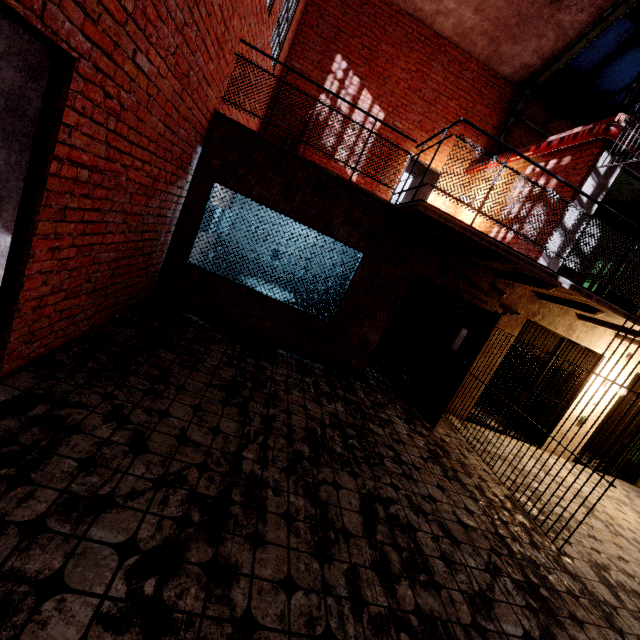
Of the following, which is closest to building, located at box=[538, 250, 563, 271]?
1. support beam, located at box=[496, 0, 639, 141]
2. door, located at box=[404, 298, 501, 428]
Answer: support beam, located at box=[496, 0, 639, 141]

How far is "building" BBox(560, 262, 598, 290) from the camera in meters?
7.6 m

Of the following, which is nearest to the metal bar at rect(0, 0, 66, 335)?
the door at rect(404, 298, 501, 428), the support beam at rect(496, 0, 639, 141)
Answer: the door at rect(404, 298, 501, 428)

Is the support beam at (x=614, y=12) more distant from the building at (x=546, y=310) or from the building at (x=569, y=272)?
the building at (x=546, y=310)

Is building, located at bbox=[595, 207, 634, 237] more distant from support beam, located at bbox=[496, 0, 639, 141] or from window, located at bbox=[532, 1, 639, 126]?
window, located at bbox=[532, 1, 639, 126]

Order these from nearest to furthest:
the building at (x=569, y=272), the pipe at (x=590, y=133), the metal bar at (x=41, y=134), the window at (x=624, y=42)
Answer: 1. the metal bar at (x=41, y=134)
2. the pipe at (x=590, y=133)
3. the window at (x=624, y=42)
4. the building at (x=569, y=272)

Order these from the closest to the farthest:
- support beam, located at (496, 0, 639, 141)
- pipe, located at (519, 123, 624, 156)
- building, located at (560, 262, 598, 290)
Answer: pipe, located at (519, 123, 624, 156), support beam, located at (496, 0, 639, 141), building, located at (560, 262, 598, 290)

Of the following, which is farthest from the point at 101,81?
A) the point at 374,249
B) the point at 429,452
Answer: Result: the point at 429,452
